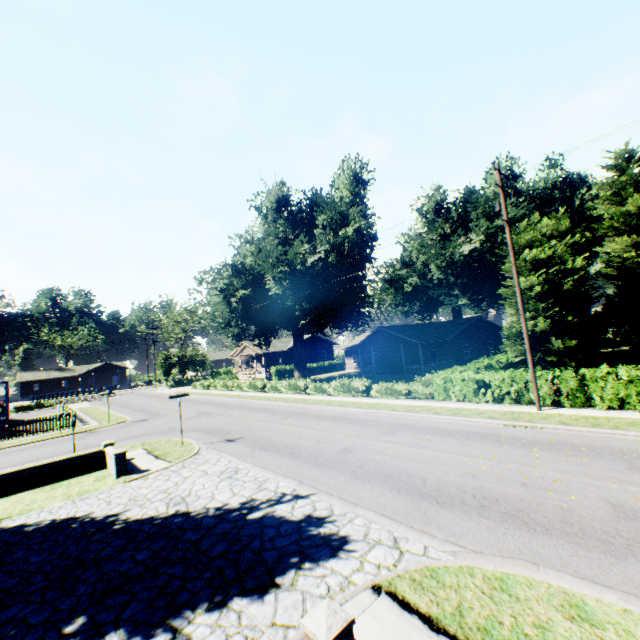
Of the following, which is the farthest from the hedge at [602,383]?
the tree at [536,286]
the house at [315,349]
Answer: the house at [315,349]

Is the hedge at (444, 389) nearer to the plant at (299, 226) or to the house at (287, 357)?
the plant at (299, 226)

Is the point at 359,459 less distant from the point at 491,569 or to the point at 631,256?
the point at 491,569

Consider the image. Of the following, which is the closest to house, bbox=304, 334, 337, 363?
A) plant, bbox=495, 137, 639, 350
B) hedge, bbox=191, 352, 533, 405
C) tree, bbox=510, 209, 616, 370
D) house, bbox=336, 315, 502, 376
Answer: plant, bbox=495, 137, 639, 350

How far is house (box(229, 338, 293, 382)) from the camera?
50.4m

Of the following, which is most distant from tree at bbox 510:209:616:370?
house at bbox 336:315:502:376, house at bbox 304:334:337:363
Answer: house at bbox 304:334:337:363

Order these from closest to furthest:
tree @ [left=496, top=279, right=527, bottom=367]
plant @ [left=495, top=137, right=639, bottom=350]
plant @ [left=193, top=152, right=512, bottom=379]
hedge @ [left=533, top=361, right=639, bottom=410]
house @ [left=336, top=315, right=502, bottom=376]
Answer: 1. hedge @ [left=533, top=361, right=639, bottom=410]
2. tree @ [left=496, top=279, right=527, bottom=367]
3. plant @ [left=193, top=152, right=512, bottom=379]
4. house @ [left=336, top=315, right=502, bottom=376]
5. plant @ [left=495, top=137, right=639, bottom=350]
